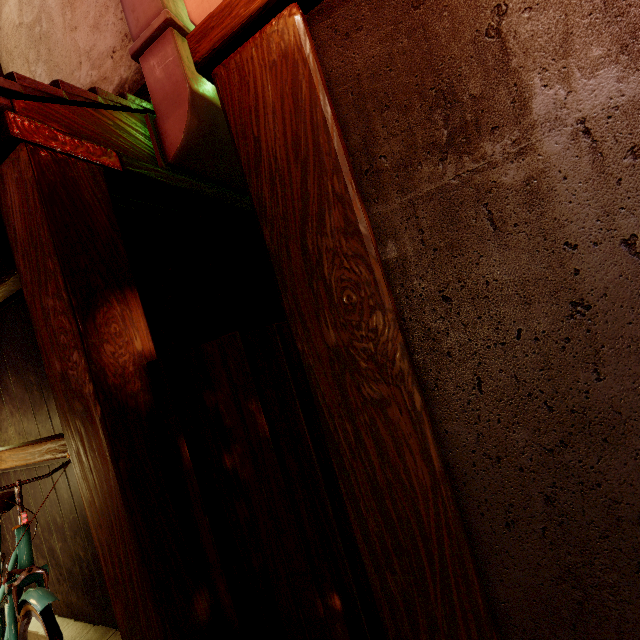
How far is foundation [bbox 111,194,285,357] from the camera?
4.6m

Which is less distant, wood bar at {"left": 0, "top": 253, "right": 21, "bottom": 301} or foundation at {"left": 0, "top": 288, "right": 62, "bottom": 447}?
wood bar at {"left": 0, "top": 253, "right": 21, "bottom": 301}

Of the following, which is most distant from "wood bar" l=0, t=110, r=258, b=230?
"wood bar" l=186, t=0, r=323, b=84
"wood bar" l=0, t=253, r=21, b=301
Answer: "wood bar" l=186, t=0, r=323, b=84

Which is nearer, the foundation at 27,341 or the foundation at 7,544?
the foundation at 27,341

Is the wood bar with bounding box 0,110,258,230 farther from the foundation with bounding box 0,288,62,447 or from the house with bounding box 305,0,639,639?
A: the house with bounding box 305,0,639,639

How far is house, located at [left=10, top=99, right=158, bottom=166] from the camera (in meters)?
3.49

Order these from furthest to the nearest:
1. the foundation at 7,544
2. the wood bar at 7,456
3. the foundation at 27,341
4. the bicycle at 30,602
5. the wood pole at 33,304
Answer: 1. the foundation at 7,544
2. the foundation at 27,341
3. the wood bar at 7,456
4. the wood pole at 33,304
5. the bicycle at 30,602

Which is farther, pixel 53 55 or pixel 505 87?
pixel 53 55
